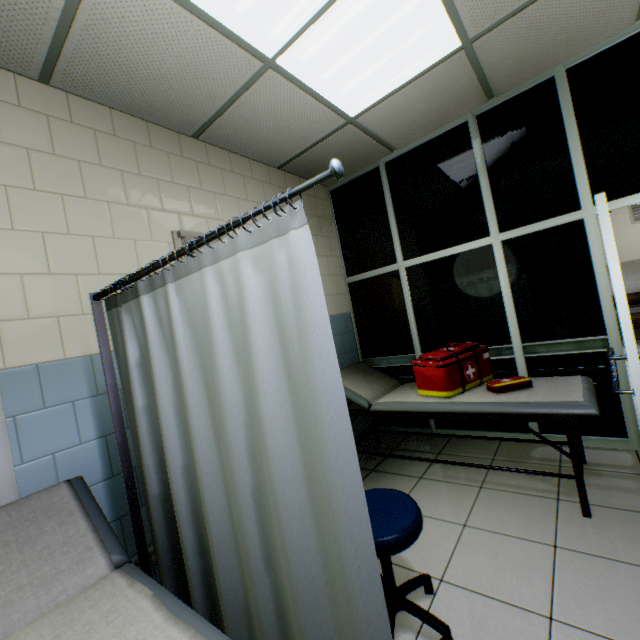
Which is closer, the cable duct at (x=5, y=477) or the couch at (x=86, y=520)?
the couch at (x=86, y=520)

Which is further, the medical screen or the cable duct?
the cable duct

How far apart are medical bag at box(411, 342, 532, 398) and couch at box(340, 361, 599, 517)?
0.02m

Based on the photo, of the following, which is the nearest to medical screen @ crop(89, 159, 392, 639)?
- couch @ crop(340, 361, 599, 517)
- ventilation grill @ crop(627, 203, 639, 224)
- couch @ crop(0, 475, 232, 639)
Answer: couch @ crop(0, 475, 232, 639)

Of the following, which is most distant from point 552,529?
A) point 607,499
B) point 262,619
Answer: point 262,619

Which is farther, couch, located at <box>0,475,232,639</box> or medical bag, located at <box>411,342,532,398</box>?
medical bag, located at <box>411,342,532,398</box>

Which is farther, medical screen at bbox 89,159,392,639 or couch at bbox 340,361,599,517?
couch at bbox 340,361,599,517

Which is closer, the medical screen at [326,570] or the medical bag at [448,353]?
the medical screen at [326,570]
